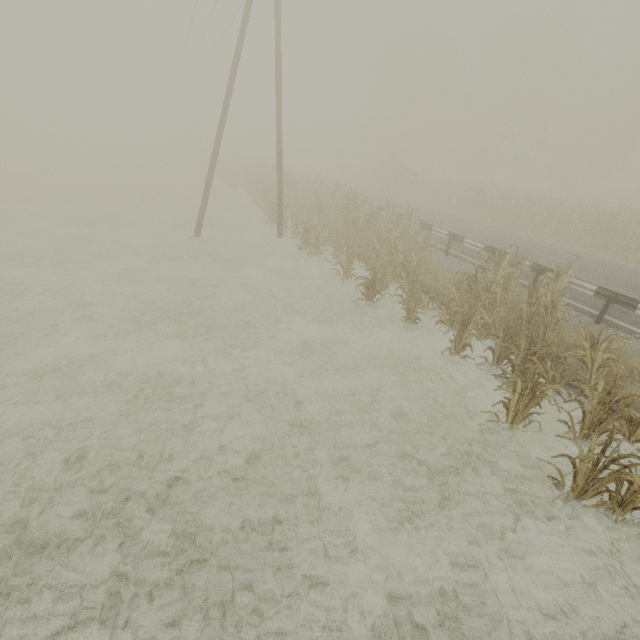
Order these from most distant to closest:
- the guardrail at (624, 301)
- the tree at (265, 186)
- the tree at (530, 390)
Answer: the tree at (265, 186) → the guardrail at (624, 301) → the tree at (530, 390)

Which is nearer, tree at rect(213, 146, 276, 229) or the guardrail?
the guardrail

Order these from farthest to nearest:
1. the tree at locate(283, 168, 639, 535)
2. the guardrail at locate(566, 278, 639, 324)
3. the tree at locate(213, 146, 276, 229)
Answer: the tree at locate(213, 146, 276, 229), the guardrail at locate(566, 278, 639, 324), the tree at locate(283, 168, 639, 535)

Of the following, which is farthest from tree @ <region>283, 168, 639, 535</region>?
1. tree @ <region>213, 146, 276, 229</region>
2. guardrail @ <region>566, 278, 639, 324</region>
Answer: guardrail @ <region>566, 278, 639, 324</region>

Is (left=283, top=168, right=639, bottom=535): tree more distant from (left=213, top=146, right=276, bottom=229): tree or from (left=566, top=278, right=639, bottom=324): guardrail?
(left=566, top=278, right=639, bottom=324): guardrail

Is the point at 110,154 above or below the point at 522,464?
above

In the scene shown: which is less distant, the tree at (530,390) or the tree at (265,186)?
the tree at (530,390)
